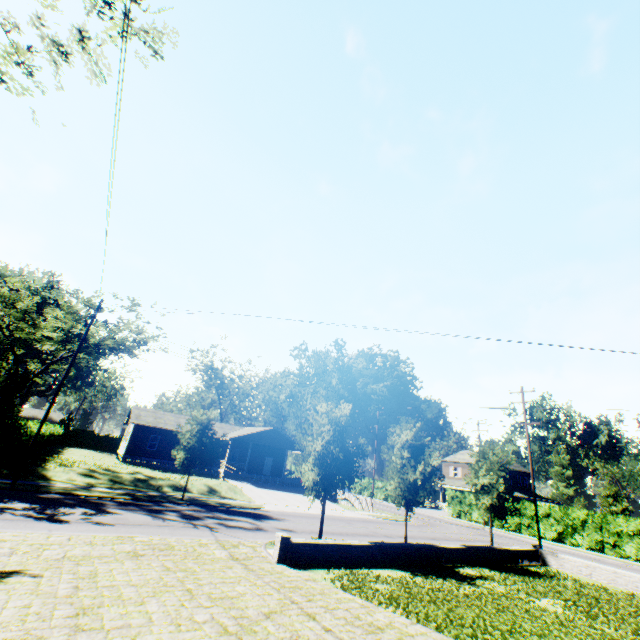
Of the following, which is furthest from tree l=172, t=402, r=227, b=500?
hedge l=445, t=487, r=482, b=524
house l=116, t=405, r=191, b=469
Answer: hedge l=445, t=487, r=482, b=524

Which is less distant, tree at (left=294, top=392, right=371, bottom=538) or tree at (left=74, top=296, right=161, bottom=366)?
tree at (left=294, top=392, right=371, bottom=538)

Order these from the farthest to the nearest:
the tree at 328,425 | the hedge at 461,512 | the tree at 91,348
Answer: the hedge at 461,512 < the tree at 91,348 < the tree at 328,425

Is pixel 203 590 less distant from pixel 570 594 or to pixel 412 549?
pixel 412 549

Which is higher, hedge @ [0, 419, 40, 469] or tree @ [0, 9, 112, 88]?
tree @ [0, 9, 112, 88]

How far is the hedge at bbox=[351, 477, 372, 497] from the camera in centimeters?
5507cm

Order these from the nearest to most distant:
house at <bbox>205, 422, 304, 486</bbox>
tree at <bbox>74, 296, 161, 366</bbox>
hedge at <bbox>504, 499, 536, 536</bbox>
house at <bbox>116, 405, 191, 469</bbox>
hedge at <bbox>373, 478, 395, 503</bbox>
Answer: tree at <bbox>74, 296, 161, 366</bbox>
hedge at <bbox>504, 499, 536, 536</bbox>
house at <bbox>116, 405, 191, 469</bbox>
house at <bbox>205, 422, 304, 486</bbox>
hedge at <bbox>373, 478, 395, 503</bbox>

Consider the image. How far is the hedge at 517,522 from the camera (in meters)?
34.72
